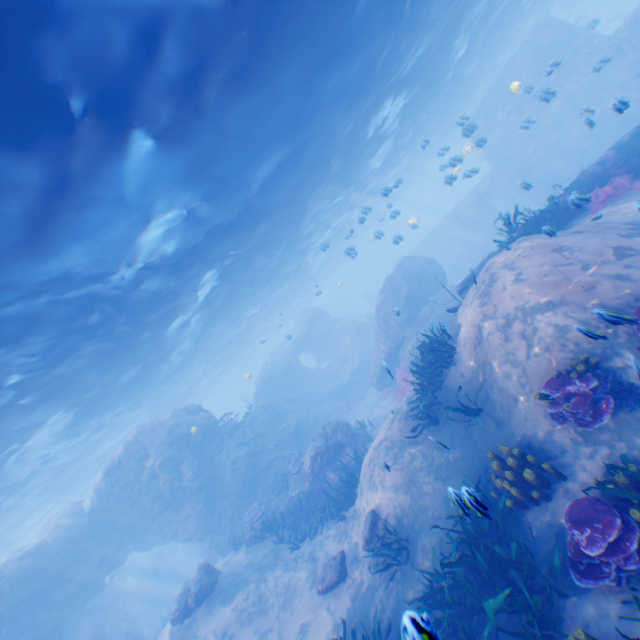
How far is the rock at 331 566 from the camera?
9.58m

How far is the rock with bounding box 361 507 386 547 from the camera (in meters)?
9.26

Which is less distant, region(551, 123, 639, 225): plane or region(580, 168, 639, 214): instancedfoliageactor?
region(580, 168, 639, 214): instancedfoliageactor

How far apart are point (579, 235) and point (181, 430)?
20.87m

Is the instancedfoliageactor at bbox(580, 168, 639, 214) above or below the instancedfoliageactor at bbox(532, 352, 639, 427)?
above

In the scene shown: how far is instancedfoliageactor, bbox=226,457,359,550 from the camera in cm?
1248

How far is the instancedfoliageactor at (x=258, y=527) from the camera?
12.5m

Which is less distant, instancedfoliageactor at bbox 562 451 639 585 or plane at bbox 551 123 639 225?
instancedfoliageactor at bbox 562 451 639 585
